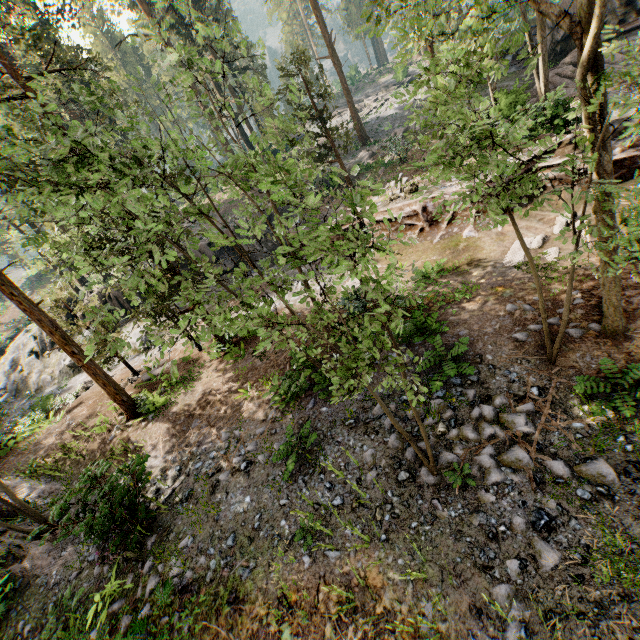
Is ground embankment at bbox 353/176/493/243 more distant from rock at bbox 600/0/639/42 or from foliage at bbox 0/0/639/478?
rock at bbox 600/0/639/42

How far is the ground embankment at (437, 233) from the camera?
15.09m

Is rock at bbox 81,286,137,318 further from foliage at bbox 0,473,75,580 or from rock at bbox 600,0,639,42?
rock at bbox 600,0,639,42

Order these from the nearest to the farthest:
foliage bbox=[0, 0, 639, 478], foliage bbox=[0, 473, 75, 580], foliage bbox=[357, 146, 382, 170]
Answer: foliage bbox=[0, 0, 639, 478] → foliage bbox=[0, 473, 75, 580] → foliage bbox=[357, 146, 382, 170]

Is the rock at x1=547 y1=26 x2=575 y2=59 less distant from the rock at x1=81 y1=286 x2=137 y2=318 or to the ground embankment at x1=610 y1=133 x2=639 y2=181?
the ground embankment at x1=610 y1=133 x2=639 y2=181

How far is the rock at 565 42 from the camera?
23.7 meters

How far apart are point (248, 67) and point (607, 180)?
41.9 meters

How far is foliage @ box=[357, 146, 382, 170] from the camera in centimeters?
2784cm
